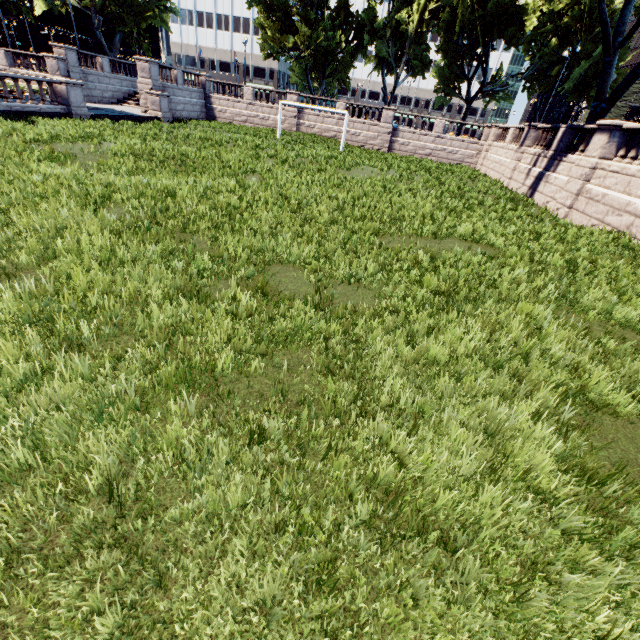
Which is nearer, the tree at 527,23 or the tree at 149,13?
the tree at 527,23

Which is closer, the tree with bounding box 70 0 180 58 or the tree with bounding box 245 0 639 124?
the tree with bounding box 245 0 639 124

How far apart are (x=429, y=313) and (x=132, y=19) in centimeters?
4564cm
